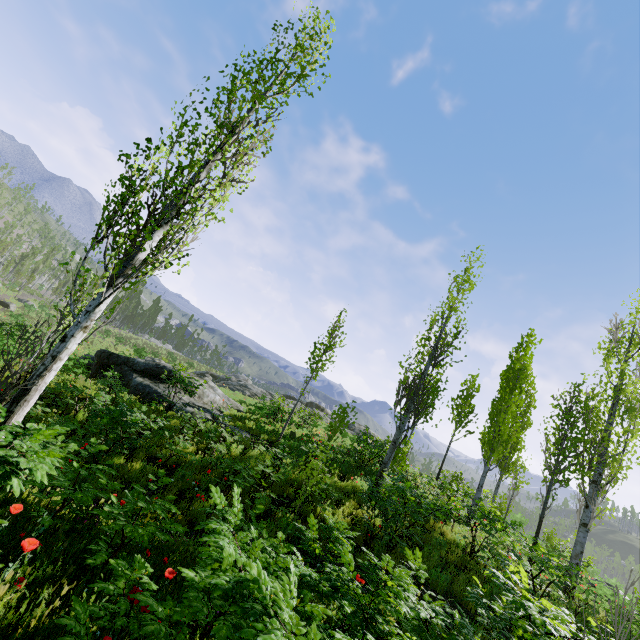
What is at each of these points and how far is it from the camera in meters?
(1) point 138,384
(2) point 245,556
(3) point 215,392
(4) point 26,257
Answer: (1) rock, 14.1
(2) instancedfoliageactor, 2.8
(3) rock, 17.9
(4) instancedfoliageactor, 58.3

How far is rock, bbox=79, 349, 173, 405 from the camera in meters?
13.7

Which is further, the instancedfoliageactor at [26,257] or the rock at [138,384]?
the instancedfoliageactor at [26,257]

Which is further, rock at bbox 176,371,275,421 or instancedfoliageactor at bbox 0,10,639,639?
rock at bbox 176,371,275,421

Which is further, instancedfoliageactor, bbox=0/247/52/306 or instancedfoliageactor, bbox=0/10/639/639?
instancedfoliageactor, bbox=0/247/52/306

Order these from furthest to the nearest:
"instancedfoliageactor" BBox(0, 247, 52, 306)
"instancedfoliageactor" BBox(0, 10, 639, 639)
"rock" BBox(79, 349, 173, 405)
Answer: "instancedfoliageactor" BBox(0, 247, 52, 306), "rock" BBox(79, 349, 173, 405), "instancedfoliageactor" BBox(0, 10, 639, 639)
